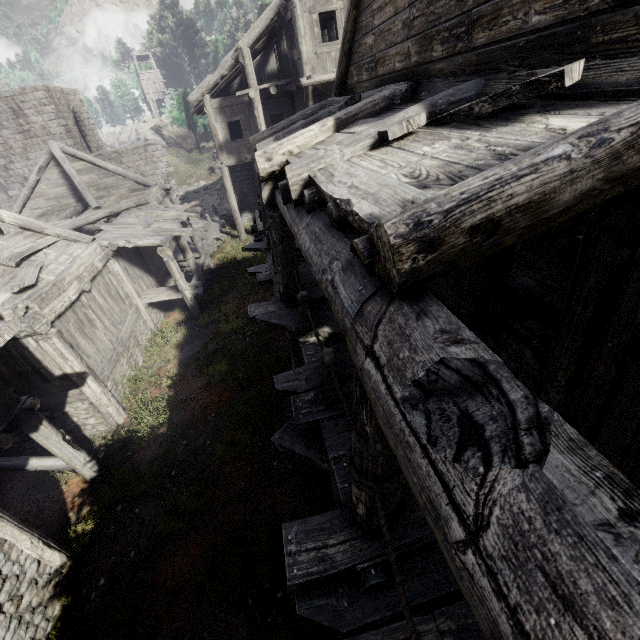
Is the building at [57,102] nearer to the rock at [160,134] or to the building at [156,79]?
the rock at [160,134]

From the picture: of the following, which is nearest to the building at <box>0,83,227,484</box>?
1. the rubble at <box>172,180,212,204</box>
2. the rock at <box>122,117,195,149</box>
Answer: the rubble at <box>172,180,212,204</box>

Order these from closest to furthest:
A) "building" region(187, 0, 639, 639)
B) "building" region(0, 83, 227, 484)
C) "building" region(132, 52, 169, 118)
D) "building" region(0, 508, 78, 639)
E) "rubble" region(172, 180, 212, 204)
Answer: "building" region(187, 0, 639, 639) < "building" region(0, 508, 78, 639) < "building" region(0, 83, 227, 484) < "rubble" region(172, 180, 212, 204) < "building" region(132, 52, 169, 118)

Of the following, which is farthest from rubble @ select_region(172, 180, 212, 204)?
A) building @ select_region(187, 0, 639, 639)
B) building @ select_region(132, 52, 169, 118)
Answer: building @ select_region(132, 52, 169, 118)

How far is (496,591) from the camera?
0.8m

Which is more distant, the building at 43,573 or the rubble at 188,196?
the rubble at 188,196

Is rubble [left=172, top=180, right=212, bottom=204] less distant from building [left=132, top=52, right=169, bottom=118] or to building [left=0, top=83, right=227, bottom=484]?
building [left=0, top=83, right=227, bottom=484]

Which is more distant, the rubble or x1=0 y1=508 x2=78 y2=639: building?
the rubble
